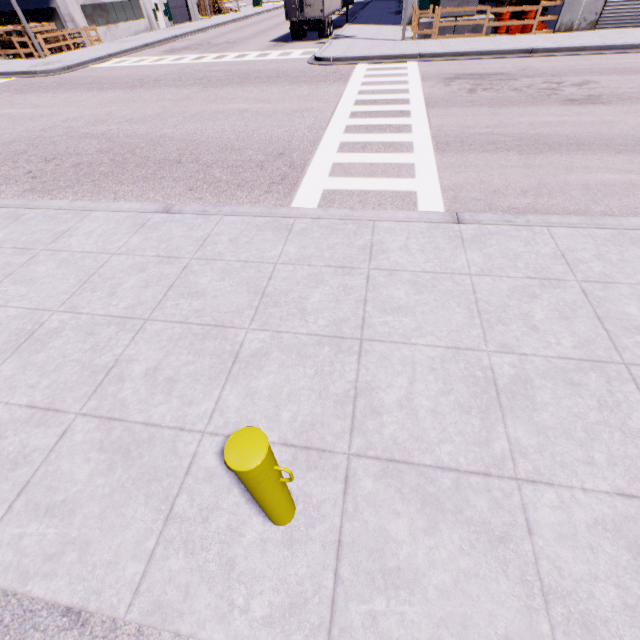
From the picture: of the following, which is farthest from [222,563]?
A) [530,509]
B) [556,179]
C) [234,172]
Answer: [556,179]

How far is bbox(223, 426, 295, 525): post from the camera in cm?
150

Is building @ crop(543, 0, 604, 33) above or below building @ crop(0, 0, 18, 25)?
below

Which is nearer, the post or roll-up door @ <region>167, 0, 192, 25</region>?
the post

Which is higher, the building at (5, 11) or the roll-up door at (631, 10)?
the building at (5, 11)

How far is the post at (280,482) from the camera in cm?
150

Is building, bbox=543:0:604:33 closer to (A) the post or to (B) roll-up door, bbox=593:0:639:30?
(B) roll-up door, bbox=593:0:639:30
